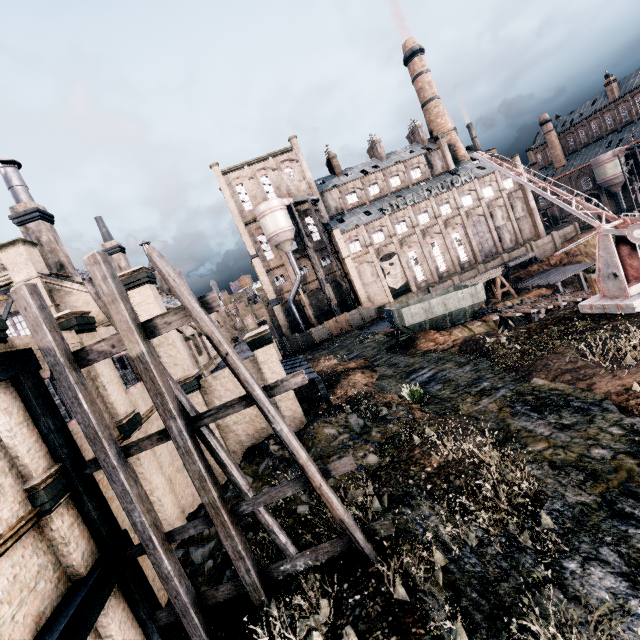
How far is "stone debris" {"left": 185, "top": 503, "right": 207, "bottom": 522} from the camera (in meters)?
13.87

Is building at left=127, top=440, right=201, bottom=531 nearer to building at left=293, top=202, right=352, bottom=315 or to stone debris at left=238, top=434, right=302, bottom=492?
stone debris at left=238, top=434, right=302, bottom=492

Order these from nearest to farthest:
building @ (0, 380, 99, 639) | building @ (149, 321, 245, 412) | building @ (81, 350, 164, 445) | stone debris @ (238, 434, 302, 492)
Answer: building @ (0, 380, 99, 639)
building @ (81, 350, 164, 445)
stone debris @ (238, 434, 302, 492)
building @ (149, 321, 245, 412)

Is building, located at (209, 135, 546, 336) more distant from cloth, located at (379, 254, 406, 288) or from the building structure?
the building structure

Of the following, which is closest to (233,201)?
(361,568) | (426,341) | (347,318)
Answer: (347,318)

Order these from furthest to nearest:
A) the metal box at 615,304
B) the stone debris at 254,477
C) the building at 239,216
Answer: the building at 239,216, the metal box at 615,304, the stone debris at 254,477

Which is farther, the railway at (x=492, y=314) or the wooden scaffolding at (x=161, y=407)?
the railway at (x=492, y=314)

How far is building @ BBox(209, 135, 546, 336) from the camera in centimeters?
5406cm
